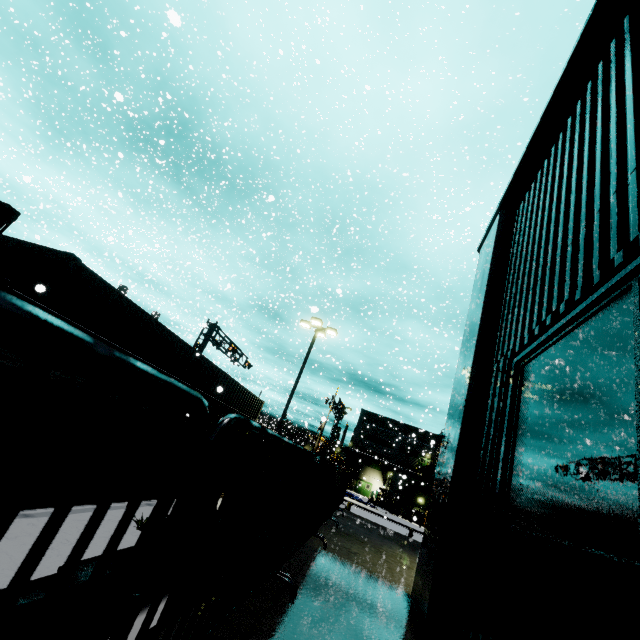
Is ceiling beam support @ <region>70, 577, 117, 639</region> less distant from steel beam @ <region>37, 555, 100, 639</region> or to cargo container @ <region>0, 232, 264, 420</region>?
steel beam @ <region>37, 555, 100, 639</region>

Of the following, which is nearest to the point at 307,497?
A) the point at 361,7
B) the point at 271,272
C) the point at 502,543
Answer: the point at 502,543

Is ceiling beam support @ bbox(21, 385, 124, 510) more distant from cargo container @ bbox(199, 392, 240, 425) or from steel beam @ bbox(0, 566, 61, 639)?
cargo container @ bbox(199, 392, 240, 425)

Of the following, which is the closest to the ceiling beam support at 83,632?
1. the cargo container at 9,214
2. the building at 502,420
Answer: the building at 502,420

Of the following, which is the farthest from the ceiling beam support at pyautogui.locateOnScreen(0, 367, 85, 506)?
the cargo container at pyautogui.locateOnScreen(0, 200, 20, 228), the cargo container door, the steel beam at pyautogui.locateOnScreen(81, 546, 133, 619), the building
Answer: the cargo container door

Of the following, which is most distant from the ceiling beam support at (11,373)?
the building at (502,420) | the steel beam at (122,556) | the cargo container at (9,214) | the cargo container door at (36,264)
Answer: the cargo container door at (36,264)

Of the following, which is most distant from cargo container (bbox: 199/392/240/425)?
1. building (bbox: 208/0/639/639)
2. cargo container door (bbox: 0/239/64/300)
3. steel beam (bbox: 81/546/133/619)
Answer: steel beam (bbox: 81/546/133/619)

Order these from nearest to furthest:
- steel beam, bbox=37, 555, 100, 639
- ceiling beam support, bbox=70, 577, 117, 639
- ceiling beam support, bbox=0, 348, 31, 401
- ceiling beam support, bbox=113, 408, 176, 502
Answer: ceiling beam support, bbox=0, 348, 31, 401 < ceiling beam support, bbox=113, 408, 176, 502 < ceiling beam support, bbox=70, 577, 117, 639 < steel beam, bbox=37, 555, 100, 639
